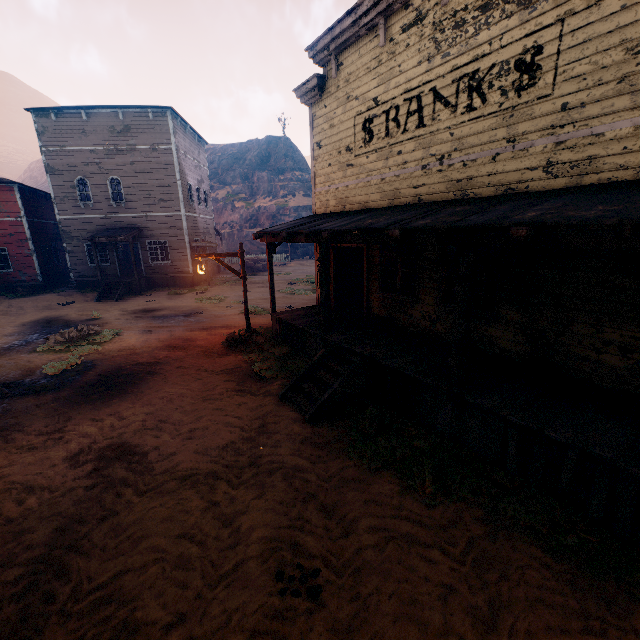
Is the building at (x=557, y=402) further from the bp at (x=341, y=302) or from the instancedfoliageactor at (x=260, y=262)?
the instancedfoliageactor at (x=260, y=262)

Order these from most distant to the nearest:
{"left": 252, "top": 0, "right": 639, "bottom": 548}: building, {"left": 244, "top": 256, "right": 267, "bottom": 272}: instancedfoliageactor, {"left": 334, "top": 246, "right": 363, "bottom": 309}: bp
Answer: {"left": 244, "top": 256, "right": 267, "bottom": 272}: instancedfoliageactor < {"left": 334, "top": 246, "right": 363, "bottom": 309}: bp < {"left": 252, "top": 0, "right": 639, "bottom": 548}: building

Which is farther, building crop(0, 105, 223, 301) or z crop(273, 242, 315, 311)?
building crop(0, 105, 223, 301)

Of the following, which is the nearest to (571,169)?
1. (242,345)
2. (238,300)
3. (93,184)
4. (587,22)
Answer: (587,22)

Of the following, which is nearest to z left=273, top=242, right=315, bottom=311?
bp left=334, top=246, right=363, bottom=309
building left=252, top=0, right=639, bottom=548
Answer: building left=252, top=0, right=639, bottom=548

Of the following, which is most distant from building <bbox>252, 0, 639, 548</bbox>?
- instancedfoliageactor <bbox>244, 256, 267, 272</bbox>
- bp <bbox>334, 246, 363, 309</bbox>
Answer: instancedfoliageactor <bbox>244, 256, 267, 272</bbox>

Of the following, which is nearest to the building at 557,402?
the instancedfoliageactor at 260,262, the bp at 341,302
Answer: the bp at 341,302

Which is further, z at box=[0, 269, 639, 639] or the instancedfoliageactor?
the instancedfoliageactor
